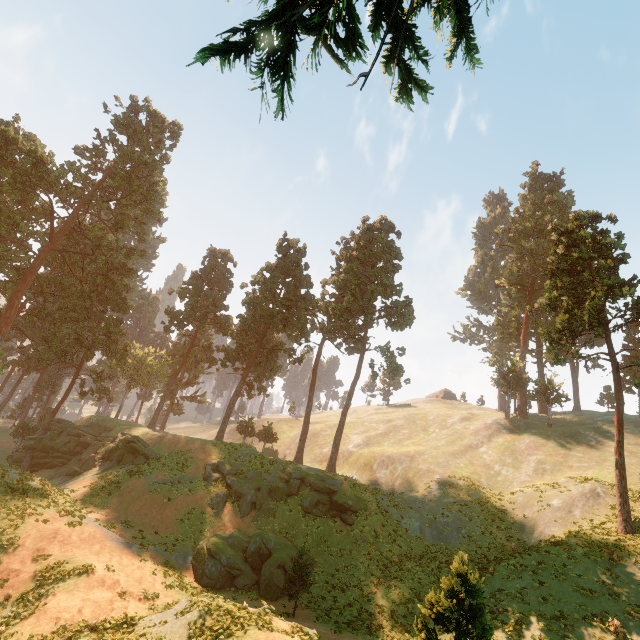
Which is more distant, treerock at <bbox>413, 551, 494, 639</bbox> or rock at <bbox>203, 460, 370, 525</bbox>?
rock at <bbox>203, 460, 370, 525</bbox>

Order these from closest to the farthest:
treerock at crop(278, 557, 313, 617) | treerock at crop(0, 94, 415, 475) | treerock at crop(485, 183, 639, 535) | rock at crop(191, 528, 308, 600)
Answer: treerock at crop(278, 557, 313, 617) → rock at crop(191, 528, 308, 600) → treerock at crop(485, 183, 639, 535) → treerock at crop(0, 94, 415, 475)

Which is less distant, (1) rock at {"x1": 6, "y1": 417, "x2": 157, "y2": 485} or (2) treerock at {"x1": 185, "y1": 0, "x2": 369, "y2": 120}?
(2) treerock at {"x1": 185, "y1": 0, "x2": 369, "y2": 120}

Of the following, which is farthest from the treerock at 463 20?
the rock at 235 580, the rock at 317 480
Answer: the rock at 235 580

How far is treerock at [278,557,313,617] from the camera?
19.1m

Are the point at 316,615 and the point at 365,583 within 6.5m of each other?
yes

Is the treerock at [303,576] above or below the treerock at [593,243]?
below
